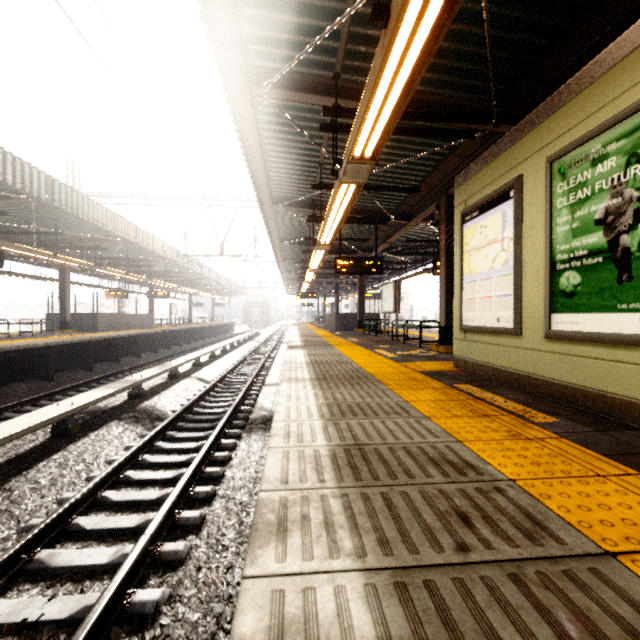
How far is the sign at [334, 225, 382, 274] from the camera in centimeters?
987cm

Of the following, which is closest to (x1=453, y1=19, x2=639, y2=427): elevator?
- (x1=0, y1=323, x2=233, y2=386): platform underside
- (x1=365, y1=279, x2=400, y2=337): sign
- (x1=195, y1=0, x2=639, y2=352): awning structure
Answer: (x1=195, y1=0, x2=639, y2=352): awning structure

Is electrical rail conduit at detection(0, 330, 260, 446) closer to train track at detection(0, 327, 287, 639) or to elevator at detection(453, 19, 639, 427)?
train track at detection(0, 327, 287, 639)

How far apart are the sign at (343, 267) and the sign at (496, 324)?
5.1 meters

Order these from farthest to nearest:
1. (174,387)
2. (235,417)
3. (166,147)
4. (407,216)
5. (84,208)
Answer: (84,208) → (407,216) → (174,387) → (235,417) → (166,147)

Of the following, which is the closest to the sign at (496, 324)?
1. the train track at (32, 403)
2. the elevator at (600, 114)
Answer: the elevator at (600, 114)

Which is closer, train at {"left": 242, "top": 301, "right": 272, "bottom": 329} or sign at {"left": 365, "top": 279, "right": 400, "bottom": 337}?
sign at {"left": 365, "top": 279, "right": 400, "bottom": 337}

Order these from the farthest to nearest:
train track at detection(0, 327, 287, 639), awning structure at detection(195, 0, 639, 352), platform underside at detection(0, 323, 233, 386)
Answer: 1. platform underside at detection(0, 323, 233, 386)
2. awning structure at detection(195, 0, 639, 352)
3. train track at detection(0, 327, 287, 639)
